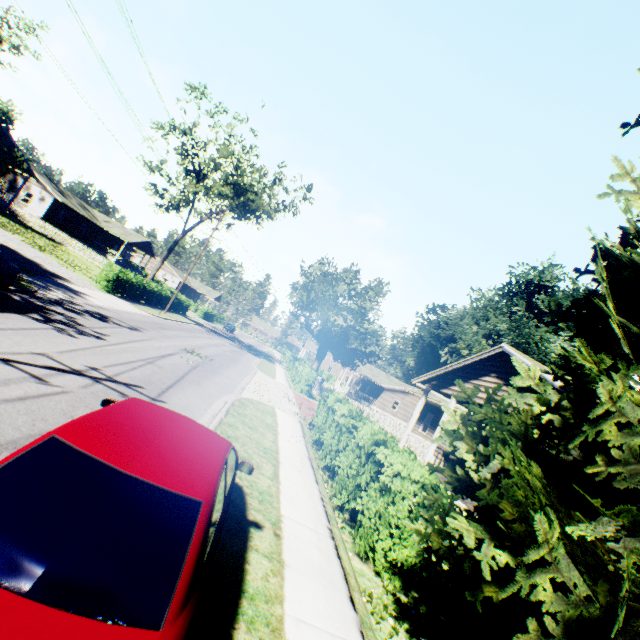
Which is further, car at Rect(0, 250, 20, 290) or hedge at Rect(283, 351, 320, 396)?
hedge at Rect(283, 351, 320, 396)

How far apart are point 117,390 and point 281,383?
18.00m

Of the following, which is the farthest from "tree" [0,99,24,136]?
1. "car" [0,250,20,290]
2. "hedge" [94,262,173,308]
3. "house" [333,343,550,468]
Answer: "house" [333,343,550,468]

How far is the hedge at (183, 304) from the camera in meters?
39.0 m

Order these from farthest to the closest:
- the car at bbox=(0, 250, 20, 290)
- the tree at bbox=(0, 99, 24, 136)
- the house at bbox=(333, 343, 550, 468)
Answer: the tree at bbox=(0, 99, 24, 136), the house at bbox=(333, 343, 550, 468), the car at bbox=(0, 250, 20, 290)

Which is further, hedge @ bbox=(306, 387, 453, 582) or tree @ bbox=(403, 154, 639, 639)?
hedge @ bbox=(306, 387, 453, 582)

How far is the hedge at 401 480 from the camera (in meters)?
5.90

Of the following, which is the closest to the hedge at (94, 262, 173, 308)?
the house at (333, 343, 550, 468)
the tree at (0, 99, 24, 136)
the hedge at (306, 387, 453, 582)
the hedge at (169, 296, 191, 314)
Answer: the tree at (0, 99, 24, 136)
